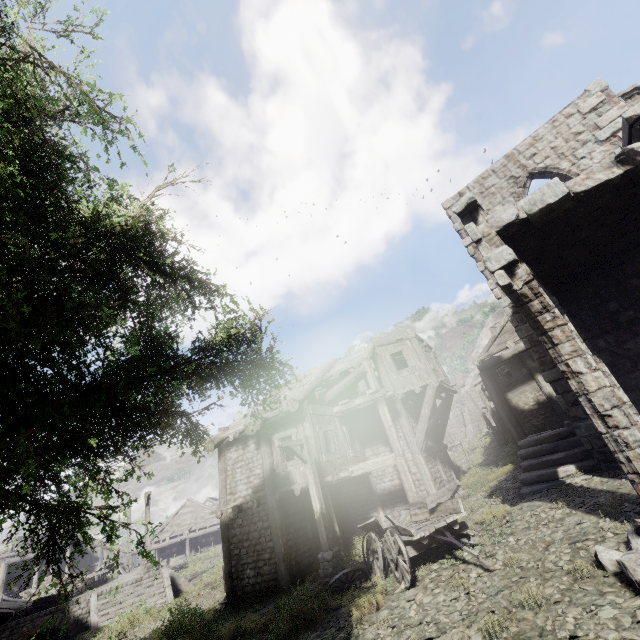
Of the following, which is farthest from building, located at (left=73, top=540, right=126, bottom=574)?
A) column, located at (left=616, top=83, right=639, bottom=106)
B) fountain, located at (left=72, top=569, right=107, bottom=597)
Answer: fountain, located at (left=72, top=569, right=107, bottom=597)

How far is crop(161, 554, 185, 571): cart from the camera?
29.9m

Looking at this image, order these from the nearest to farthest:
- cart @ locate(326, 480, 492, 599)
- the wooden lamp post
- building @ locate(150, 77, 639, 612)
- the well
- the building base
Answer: building @ locate(150, 77, 639, 612) → cart @ locate(326, 480, 492, 599) → the wooden lamp post → the building base → the well

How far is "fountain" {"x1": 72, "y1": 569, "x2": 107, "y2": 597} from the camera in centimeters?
2014cm

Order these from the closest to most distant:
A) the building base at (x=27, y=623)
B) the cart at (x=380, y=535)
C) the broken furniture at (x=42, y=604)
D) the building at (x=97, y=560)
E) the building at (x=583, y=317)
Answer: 1. the building at (x=583, y=317)
2. the cart at (x=380, y=535)
3. the building base at (x=27, y=623)
4. the broken furniture at (x=42, y=604)
5. the building at (x=97, y=560)

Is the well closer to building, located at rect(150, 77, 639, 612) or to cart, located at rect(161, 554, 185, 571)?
building, located at rect(150, 77, 639, 612)

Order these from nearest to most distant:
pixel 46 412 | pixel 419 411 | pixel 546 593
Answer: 1. pixel 46 412
2. pixel 546 593
3. pixel 419 411

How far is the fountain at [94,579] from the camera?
20.1m
